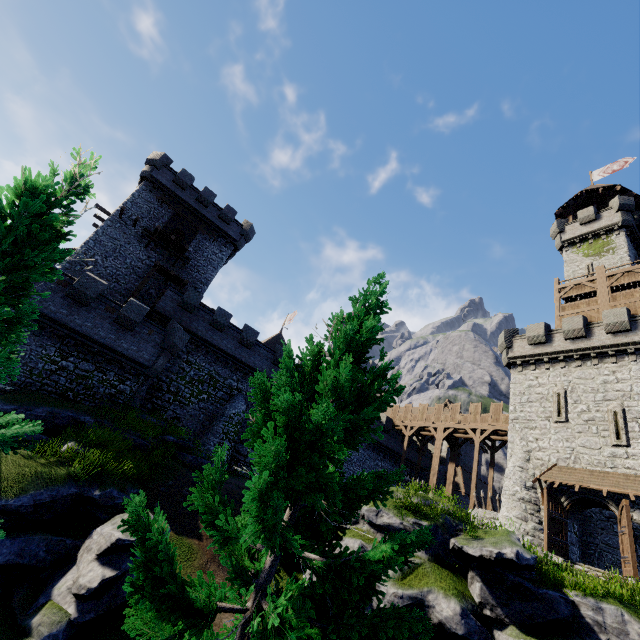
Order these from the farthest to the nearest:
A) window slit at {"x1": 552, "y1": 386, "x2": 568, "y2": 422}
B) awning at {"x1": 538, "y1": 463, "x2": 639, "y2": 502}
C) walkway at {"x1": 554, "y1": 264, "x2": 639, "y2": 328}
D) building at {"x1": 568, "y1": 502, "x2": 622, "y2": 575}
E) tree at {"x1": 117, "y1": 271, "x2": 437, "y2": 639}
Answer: walkway at {"x1": 554, "y1": 264, "x2": 639, "y2": 328} < window slit at {"x1": 552, "y1": 386, "x2": 568, "y2": 422} < building at {"x1": 568, "y1": 502, "x2": 622, "y2": 575} < awning at {"x1": 538, "y1": 463, "x2": 639, "y2": 502} < tree at {"x1": 117, "y1": 271, "x2": 437, "y2": 639}

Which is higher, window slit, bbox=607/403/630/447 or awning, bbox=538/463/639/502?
window slit, bbox=607/403/630/447

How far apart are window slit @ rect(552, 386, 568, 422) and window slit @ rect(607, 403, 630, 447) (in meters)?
1.97

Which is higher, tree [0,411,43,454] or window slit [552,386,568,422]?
window slit [552,386,568,422]

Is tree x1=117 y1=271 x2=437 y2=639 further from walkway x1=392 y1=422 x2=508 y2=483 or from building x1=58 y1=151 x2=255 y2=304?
walkway x1=392 y1=422 x2=508 y2=483

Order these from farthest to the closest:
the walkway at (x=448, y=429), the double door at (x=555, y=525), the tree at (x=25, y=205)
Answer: the walkway at (x=448, y=429) → the double door at (x=555, y=525) → the tree at (x=25, y=205)

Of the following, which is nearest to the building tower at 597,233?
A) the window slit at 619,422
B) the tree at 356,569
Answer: the window slit at 619,422

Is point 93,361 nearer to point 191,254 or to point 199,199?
point 191,254
